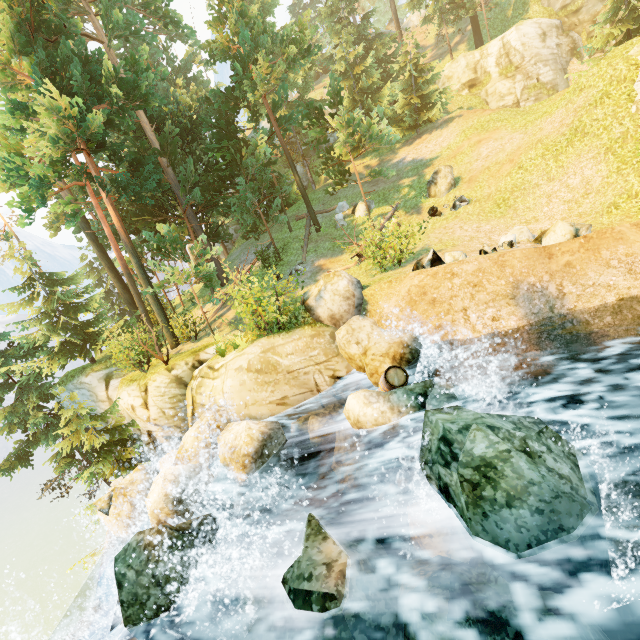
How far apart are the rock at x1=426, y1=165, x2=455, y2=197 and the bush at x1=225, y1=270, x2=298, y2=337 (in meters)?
11.84

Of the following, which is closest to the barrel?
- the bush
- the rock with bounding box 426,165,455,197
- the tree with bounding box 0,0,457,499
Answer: the bush

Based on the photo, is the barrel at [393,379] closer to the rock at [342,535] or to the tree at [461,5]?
the rock at [342,535]

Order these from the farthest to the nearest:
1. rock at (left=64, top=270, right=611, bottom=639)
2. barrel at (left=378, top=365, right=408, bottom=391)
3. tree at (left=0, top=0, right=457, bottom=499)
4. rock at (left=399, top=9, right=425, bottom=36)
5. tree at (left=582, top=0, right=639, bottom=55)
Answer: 1. rock at (left=399, top=9, right=425, bottom=36)
2. tree at (left=582, top=0, right=639, bottom=55)
3. tree at (left=0, top=0, right=457, bottom=499)
4. barrel at (left=378, top=365, right=408, bottom=391)
5. rock at (left=64, top=270, right=611, bottom=639)

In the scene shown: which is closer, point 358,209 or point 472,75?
point 358,209

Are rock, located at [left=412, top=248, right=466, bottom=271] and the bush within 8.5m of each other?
yes

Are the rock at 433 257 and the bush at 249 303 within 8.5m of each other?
yes

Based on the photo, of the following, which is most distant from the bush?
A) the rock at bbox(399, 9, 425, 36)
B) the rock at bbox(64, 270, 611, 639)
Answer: the rock at bbox(399, 9, 425, 36)
